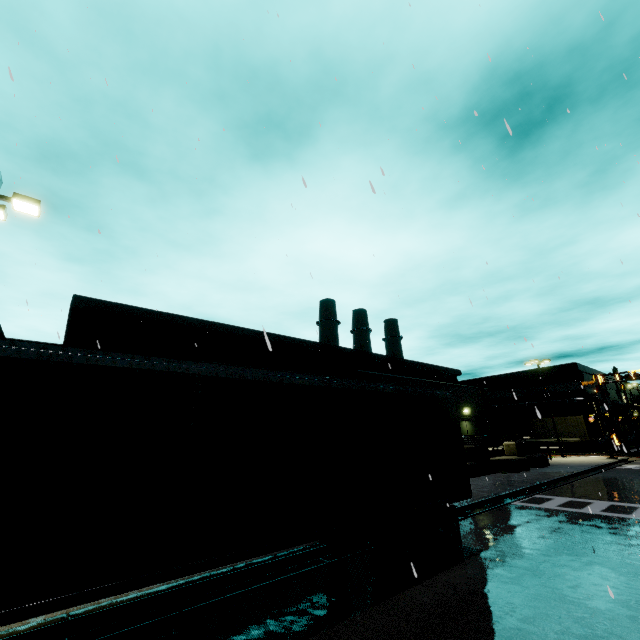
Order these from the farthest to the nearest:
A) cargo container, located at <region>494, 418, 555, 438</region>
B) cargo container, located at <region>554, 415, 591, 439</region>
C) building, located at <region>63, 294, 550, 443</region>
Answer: cargo container, located at <region>494, 418, 555, 438</region>, cargo container, located at <region>554, 415, 591, 439</region>, building, located at <region>63, 294, 550, 443</region>

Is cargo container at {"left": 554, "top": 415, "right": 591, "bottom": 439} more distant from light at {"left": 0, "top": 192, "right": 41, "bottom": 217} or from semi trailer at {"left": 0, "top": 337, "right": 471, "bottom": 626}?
light at {"left": 0, "top": 192, "right": 41, "bottom": 217}

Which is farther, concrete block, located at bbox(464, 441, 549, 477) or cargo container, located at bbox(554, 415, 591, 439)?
cargo container, located at bbox(554, 415, 591, 439)

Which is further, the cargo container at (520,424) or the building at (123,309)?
the cargo container at (520,424)

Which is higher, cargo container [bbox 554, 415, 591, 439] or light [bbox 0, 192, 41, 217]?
light [bbox 0, 192, 41, 217]

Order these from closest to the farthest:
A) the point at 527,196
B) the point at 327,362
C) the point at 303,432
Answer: the point at 303,432 → the point at 527,196 → the point at 327,362

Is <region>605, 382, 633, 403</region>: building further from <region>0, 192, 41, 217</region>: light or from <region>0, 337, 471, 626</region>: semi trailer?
<region>0, 192, 41, 217</region>: light

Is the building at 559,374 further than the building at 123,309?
Yes
